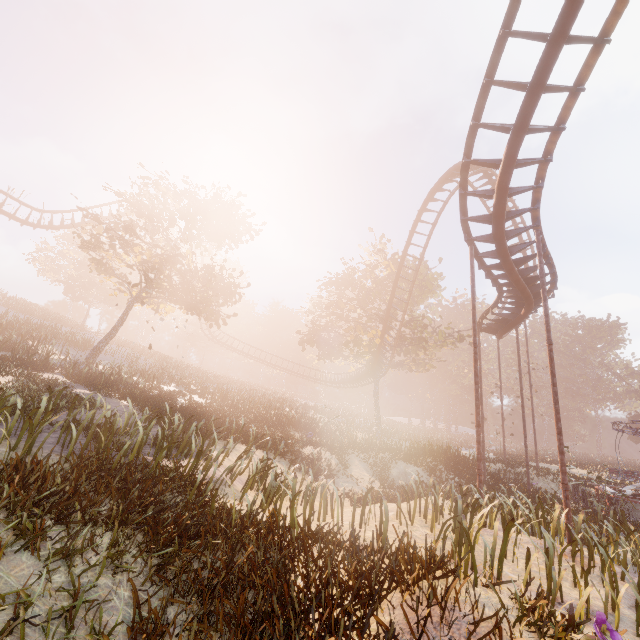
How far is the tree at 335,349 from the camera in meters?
29.5

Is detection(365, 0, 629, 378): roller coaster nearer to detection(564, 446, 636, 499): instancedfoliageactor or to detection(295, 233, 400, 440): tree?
detection(295, 233, 400, 440): tree

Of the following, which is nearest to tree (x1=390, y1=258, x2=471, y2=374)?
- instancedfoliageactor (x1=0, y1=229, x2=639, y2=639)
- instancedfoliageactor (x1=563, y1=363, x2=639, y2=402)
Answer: instancedfoliageactor (x1=563, y1=363, x2=639, y2=402)

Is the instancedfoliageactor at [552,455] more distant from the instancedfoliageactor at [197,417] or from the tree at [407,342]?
the instancedfoliageactor at [197,417]

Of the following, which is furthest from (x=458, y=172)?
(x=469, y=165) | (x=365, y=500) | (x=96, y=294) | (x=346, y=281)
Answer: (x=96, y=294)

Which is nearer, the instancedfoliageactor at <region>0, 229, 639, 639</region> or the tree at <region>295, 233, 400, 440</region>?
the instancedfoliageactor at <region>0, 229, 639, 639</region>

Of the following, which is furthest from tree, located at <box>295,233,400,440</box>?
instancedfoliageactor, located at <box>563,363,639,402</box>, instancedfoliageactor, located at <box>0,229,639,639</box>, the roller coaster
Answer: instancedfoliageactor, located at <box>0,229,639,639</box>
